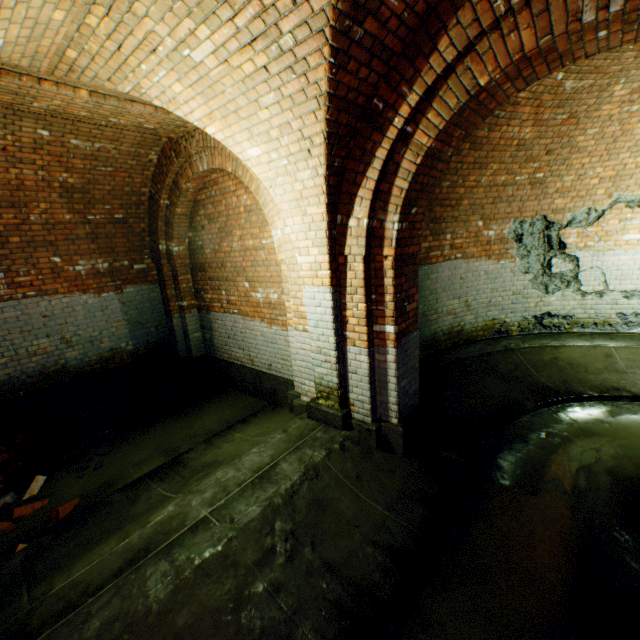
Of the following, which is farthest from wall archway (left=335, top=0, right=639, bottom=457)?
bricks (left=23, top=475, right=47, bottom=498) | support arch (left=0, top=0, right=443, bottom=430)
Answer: bricks (left=23, top=475, right=47, bottom=498)

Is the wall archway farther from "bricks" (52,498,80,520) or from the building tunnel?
"bricks" (52,498,80,520)

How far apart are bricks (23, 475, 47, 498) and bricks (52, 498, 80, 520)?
0.7 meters

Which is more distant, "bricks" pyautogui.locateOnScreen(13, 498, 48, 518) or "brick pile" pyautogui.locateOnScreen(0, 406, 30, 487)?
"brick pile" pyautogui.locateOnScreen(0, 406, 30, 487)

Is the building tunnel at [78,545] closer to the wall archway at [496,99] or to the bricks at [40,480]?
the wall archway at [496,99]

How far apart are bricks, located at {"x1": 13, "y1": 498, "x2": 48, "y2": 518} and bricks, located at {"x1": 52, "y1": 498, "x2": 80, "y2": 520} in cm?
34

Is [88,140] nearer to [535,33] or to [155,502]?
[155,502]

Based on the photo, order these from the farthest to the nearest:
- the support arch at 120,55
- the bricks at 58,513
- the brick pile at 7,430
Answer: the brick pile at 7,430 → the bricks at 58,513 → the support arch at 120,55
